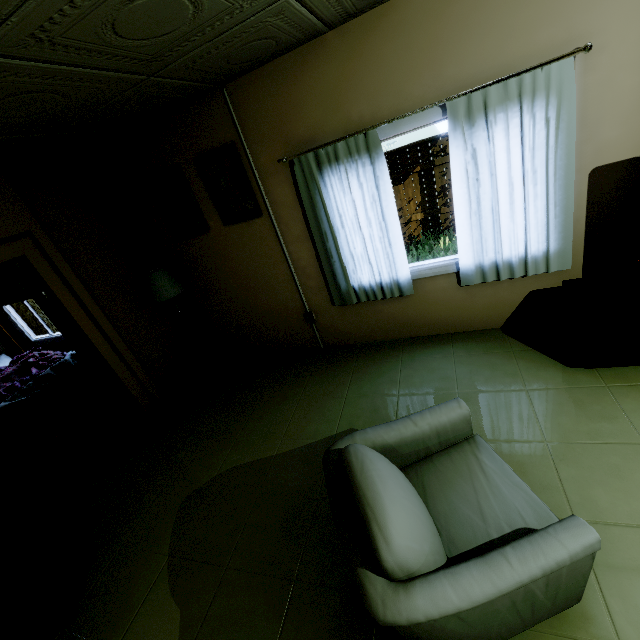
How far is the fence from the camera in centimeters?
671cm

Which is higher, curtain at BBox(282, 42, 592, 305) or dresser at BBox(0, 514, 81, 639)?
curtain at BBox(282, 42, 592, 305)

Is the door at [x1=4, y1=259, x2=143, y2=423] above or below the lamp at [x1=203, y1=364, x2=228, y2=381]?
above

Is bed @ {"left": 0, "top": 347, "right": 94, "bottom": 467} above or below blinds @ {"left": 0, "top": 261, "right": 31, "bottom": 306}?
below

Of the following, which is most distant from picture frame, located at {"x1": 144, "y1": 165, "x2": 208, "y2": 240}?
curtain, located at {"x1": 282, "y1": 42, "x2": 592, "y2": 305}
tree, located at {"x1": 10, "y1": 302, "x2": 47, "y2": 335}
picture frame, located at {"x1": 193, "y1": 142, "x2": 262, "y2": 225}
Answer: tree, located at {"x1": 10, "y1": 302, "x2": 47, "y2": 335}

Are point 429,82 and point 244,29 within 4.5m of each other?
yes

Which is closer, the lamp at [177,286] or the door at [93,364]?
the door at [93,364]

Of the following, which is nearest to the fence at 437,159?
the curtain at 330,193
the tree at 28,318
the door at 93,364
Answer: the tree at 28,318
